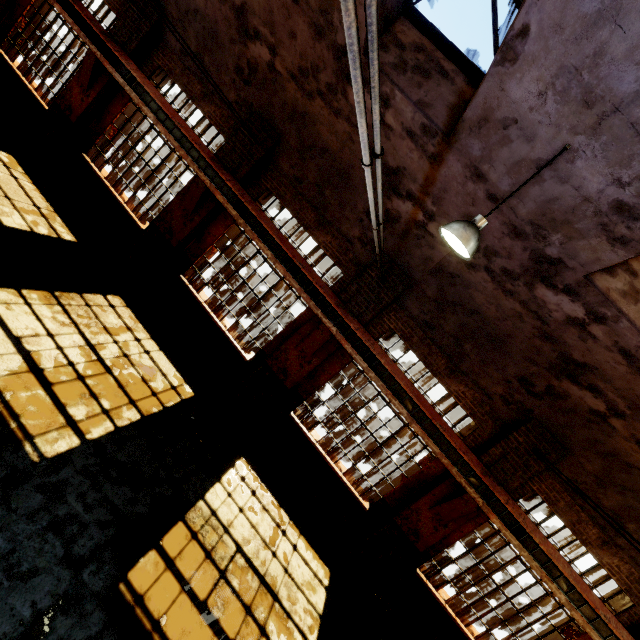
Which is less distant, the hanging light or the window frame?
the hanging light

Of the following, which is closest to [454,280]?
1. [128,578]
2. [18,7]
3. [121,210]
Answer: [128,578]

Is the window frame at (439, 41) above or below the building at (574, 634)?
above

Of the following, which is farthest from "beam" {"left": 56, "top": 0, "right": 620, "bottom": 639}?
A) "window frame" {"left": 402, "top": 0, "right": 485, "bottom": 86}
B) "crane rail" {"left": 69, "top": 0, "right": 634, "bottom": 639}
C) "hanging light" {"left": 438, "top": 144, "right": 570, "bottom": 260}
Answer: "window frame" {"left": 402, "top": 0, "right": 485, "bottom": 86}

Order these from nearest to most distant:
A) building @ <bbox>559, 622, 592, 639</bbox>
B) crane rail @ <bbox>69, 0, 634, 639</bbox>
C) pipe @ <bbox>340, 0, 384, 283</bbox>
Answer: pipe @ <bbox>340, 0, 384, 283</bbox> → crane rail @ <bbox>69, 0, 634, 639</bbox> → building @ <bbox>559, 622, 592, 639</bbox>

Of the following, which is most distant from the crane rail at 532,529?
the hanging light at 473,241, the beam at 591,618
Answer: the hanging light at 473,241

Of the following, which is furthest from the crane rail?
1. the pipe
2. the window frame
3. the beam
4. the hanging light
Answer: the window frame

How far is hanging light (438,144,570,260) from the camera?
3.78m
